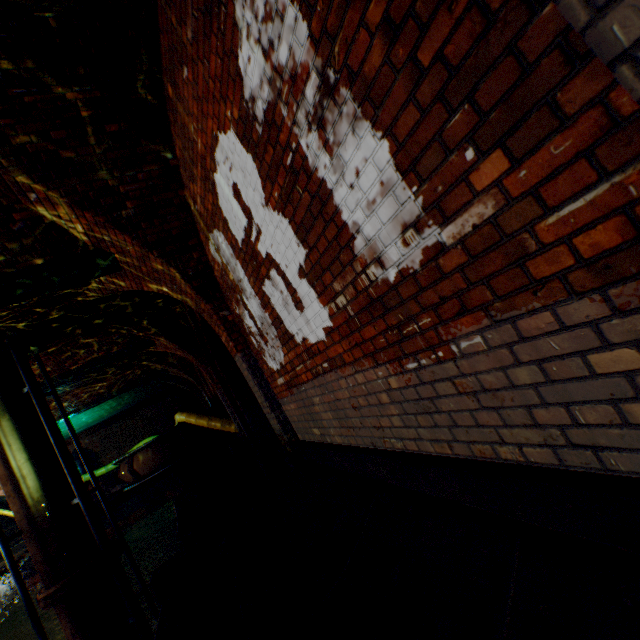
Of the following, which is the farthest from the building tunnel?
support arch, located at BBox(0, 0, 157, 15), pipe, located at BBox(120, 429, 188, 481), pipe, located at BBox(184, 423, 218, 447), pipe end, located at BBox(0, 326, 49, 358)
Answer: support arch, located at BBox(0, 0, 157, 15)

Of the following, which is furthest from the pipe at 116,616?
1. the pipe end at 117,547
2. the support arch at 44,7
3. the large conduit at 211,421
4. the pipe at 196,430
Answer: the support arch at 44,7

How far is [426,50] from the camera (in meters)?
1.09

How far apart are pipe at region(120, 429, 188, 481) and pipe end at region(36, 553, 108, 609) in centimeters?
527cm

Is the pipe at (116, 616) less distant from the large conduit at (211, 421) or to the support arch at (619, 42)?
the large conduit at (211, 421)

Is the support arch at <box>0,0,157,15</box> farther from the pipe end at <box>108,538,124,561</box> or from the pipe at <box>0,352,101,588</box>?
the pipe end at <box>108,538,124,561</box>

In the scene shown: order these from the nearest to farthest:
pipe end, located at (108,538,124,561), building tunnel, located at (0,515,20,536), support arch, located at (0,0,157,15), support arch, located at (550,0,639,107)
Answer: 1. support arch, located at (550,0,639,107)
2. support arch, located at (0,0,157,15)
3. pipe end, located at (108,538,124,561)
4. building tunnel, located at (0,515,20,536)

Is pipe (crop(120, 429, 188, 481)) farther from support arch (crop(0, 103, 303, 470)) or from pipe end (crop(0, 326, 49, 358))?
Answer: support arch (crop(0, 103, 303, 470))
